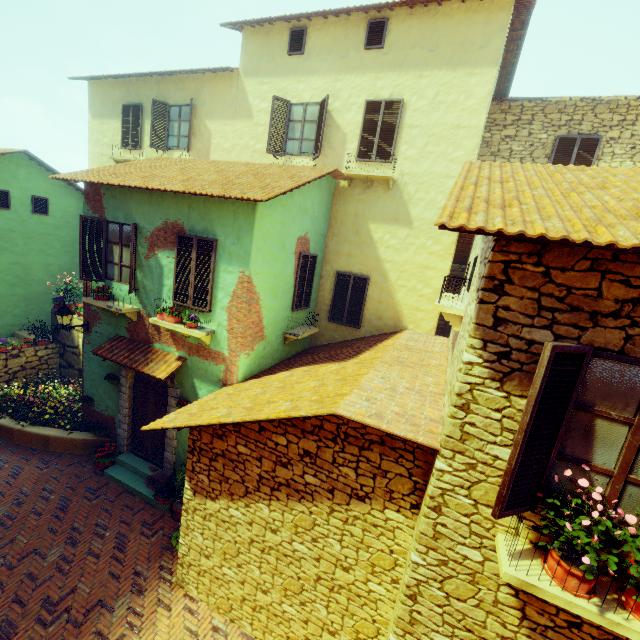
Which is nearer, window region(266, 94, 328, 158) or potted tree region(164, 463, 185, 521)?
potted tree region(164, 463, 185, 521)

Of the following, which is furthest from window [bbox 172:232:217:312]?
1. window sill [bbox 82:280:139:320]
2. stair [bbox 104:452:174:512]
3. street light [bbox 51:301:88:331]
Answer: stair [bbox 104:452:174:512]

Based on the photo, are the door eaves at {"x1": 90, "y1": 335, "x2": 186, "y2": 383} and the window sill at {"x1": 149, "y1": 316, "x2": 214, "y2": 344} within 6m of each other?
yes

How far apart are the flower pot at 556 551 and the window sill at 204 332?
6.5 meters

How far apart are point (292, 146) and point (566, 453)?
10.60m

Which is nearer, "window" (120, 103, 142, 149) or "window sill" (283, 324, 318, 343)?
"window sill" (283, 324, 318, 343)

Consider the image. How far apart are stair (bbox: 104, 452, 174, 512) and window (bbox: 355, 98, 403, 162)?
10.3 meters

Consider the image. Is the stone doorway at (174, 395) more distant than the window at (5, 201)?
No
